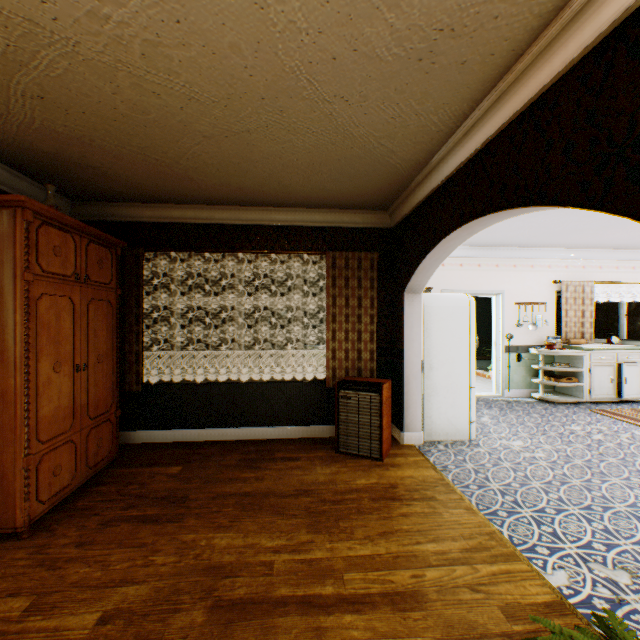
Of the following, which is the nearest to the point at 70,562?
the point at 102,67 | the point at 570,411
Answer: the point at 102,67

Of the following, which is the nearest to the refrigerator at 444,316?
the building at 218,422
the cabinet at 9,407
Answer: the building at 218,422

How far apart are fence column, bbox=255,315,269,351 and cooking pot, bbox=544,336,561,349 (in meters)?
15.85

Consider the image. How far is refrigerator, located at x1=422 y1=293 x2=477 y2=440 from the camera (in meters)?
4.41

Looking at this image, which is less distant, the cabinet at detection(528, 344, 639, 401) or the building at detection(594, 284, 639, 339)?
the cabinet at detection(528, 344, 639, 401)

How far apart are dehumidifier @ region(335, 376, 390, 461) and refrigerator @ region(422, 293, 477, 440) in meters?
0.5

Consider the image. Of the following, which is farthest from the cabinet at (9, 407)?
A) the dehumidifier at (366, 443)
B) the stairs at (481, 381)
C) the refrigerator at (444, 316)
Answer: the stairs at (481, 381)

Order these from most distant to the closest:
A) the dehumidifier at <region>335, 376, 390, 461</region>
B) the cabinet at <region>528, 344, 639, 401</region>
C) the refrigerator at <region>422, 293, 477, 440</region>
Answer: the cabinet at <region>528, 344, 639, 401</region>
the refrigerator at <region>422, 293, 477, 440</region>
the dehumidifier at <region>335, 376, 390, 461</region>
